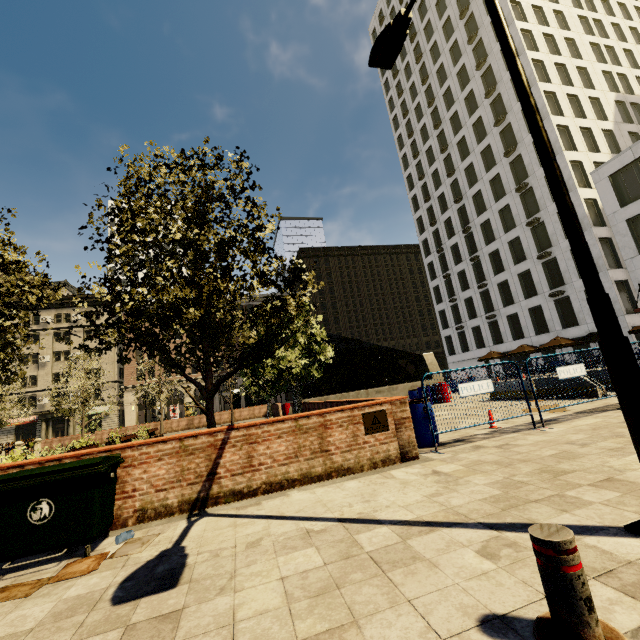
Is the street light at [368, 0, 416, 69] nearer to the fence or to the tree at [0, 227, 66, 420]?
the fence

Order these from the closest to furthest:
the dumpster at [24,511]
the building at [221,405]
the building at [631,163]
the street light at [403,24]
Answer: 1. the dumpster at [24,511]
2. the street light at [403,24]
3. the building at [631,163]
4. the building at [221,405]

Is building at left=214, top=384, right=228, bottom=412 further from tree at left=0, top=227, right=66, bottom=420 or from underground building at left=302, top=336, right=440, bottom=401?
underground building at left=302, top=336, right=440, bottom=401

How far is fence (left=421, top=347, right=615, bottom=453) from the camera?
6.9m

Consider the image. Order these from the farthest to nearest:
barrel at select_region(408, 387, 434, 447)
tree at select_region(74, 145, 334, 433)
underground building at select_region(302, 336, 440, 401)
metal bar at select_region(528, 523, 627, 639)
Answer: underground building at select_region(302, 336, 440, 401) → barrel at select_region(408, 387, 434, 447) → tree at select_region(74, 145, 334, 433) → metal bar at select_region(528, 523, 627, 639)

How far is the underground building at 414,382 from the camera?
21.3m

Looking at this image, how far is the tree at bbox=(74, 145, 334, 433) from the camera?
6.6 meters

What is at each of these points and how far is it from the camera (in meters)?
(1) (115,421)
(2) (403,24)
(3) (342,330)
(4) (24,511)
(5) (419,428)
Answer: (1) building, 47.25
(2) street light, 5.69
(3) building, 59.69
(4) dumpster, 4.02
(5) barrel, 7.36
